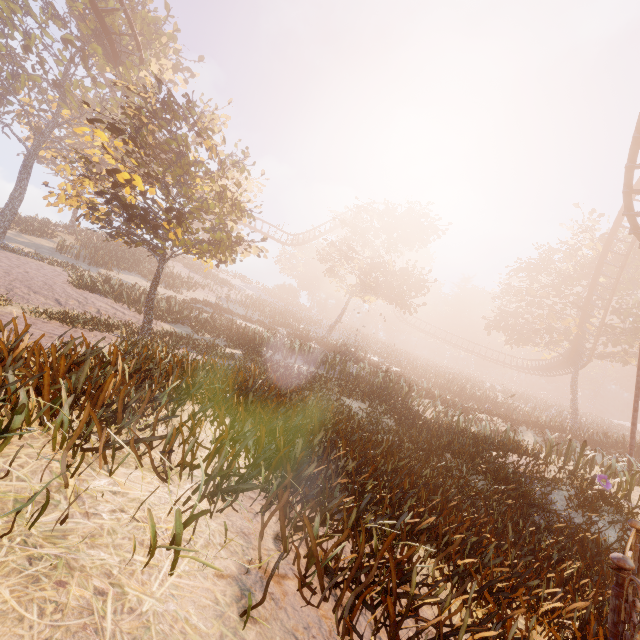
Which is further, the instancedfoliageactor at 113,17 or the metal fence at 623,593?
the instancedfoliageactor at 113,17

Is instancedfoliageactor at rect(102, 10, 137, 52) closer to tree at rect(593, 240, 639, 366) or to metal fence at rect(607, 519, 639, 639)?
metal fence at rect(607, 519, 639, 639)

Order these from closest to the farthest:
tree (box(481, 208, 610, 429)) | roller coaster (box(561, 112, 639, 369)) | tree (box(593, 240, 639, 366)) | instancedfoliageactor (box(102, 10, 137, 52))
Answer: roller coaster (box(561, 112, 639, 369)), instancedfoliageactor (box(102, 10, 137, 52)), tree (box(593, 240, 639, 366)), tree (box(481, 208, 610, 429))

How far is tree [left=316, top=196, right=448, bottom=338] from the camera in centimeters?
2802cm

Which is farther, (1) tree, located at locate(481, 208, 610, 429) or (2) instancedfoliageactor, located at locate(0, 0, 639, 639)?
(1) tree, located at locate(481, 208, 610, 429)

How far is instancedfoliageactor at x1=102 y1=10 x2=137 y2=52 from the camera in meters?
15.9 m

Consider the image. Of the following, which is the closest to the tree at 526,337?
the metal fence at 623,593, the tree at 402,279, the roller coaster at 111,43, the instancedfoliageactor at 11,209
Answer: the roller coaster at 111,43

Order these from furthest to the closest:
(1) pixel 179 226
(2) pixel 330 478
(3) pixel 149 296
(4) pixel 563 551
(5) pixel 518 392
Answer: (5) pixel 518 392 < (3) pixel 149 296 < (1) pixel 179 226 < (4) pixel 563 551 < (2) pixel 330 478
